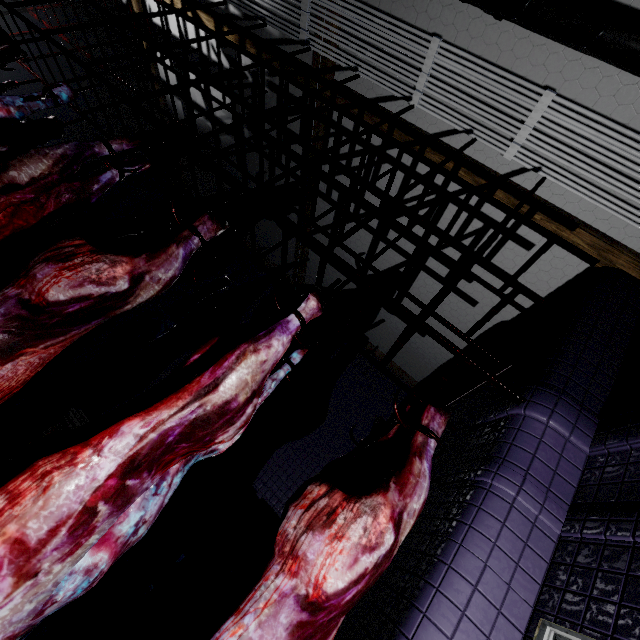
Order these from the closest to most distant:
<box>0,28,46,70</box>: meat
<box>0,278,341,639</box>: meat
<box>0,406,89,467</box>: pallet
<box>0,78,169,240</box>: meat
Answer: <box>0,278,341,639</box>: meat < <box>0,78,169,240</box>: meat < <box>0,28,46,70</box>: meat < <box>0,406,89,467</box>: pallet

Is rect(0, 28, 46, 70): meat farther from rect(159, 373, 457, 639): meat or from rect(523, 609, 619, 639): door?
rect(523, 609, 619, 639): door

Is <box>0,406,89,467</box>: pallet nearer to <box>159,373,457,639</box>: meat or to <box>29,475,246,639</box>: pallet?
<box>29,475,246,639</box>: pallet

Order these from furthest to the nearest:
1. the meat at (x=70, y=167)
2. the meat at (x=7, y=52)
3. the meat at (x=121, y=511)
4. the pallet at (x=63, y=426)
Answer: the pallet at (x=63, y=426), the meat at (x=7, y=52), the meat at (x=70, y=167), the meat at (x=121, y=511)

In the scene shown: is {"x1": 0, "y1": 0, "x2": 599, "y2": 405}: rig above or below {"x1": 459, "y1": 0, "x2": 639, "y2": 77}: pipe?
below

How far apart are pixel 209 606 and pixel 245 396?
0.8m

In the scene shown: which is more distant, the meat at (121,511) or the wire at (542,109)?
the wire at (542,109)

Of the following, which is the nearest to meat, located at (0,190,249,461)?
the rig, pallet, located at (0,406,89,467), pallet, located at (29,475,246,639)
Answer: the rig
